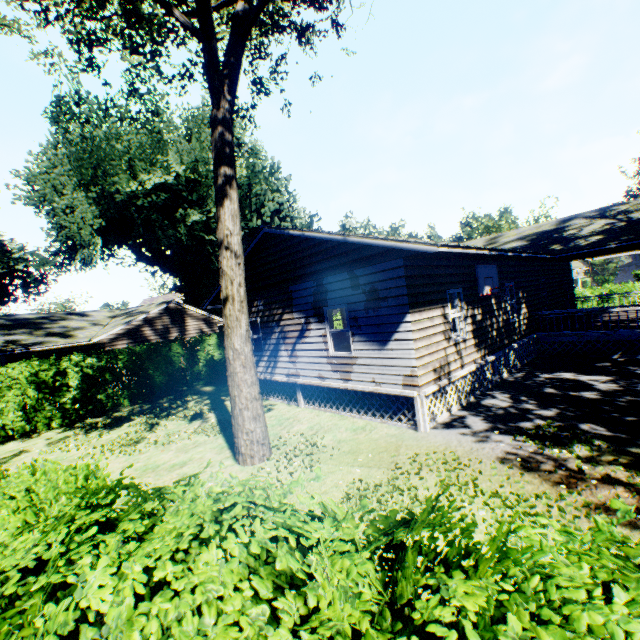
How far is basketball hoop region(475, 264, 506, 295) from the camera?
10.2m

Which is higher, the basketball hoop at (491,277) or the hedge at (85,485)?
the basketball hoop at (491,277)

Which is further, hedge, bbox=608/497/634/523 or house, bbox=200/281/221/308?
house, bbox=200/281/221/308

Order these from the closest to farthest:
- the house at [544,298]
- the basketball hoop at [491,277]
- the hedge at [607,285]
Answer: the house at [544,298]
the basketball hoop at [491,277]
the hedge at [607,285]

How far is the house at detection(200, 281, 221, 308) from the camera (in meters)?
14.64

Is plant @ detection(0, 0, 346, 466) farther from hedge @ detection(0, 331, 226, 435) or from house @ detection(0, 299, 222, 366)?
hedge @ detection(0, 331, 226, 435)

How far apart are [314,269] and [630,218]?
13.92m

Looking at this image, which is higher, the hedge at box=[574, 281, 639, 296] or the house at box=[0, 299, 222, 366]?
the house at box=[0, 299, 222, 366]
